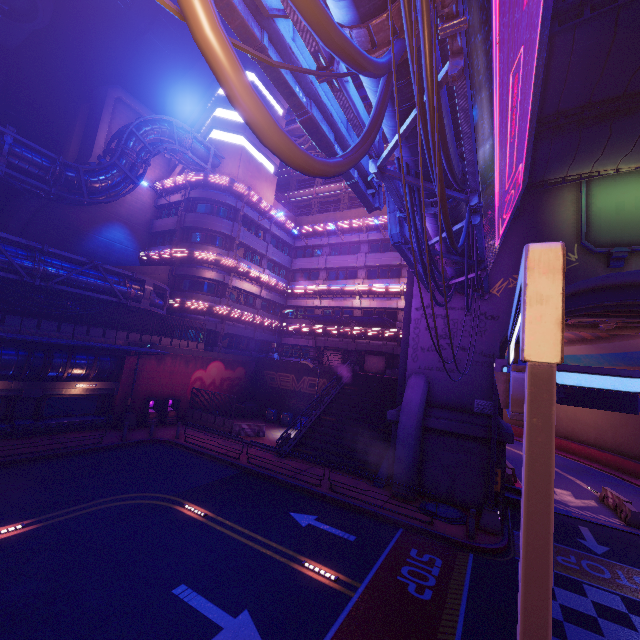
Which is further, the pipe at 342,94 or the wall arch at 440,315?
the wall arch at 440,315

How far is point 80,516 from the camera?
11.2 meters

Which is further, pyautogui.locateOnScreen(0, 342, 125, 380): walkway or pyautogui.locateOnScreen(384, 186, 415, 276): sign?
pyautogui.locateOnScreen(0, 342, 125, 380): walkway

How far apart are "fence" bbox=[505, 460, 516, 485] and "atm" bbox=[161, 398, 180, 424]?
23.4m

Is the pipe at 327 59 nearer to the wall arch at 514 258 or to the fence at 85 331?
the wall arch at 514 258

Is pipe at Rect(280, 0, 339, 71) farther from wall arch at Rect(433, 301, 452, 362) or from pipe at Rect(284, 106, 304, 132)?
pipe at Rect(284, 106, 304, 132)

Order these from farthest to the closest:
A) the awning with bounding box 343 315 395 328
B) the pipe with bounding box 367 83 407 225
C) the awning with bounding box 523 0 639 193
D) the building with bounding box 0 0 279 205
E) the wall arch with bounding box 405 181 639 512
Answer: the building with bounding box 0 0 279 205
the awning with bounding box 343 315 395 328
the wall arch with bounding box 405 181 639 512
the awning with bounding box 523 0 639 193
the pipe with bounding box 367 83 407 225

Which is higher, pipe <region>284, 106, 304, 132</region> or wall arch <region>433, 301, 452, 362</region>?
pipe <region>284, 106, 304, 132</region>
